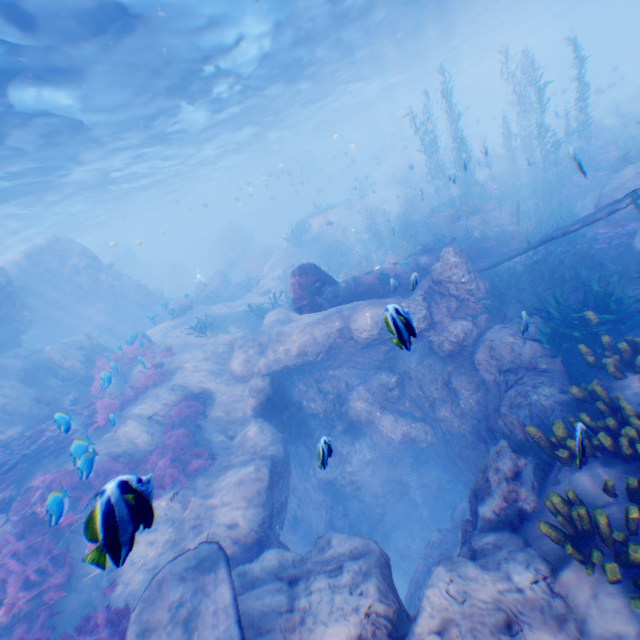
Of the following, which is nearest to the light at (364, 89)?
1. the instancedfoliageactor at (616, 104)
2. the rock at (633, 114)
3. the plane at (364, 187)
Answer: the rock at (633, 114)

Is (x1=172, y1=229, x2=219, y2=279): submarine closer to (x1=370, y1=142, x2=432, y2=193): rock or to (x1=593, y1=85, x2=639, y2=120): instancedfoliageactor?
(x1=370, y1=142, x2=432, y2=193): rock

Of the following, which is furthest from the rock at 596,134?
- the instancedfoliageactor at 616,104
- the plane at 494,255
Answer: the instancedfoliageactor at 616,104

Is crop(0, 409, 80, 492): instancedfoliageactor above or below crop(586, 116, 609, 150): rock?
above

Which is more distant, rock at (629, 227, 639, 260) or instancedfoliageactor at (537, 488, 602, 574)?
rock at (629, 227, 639, 260)

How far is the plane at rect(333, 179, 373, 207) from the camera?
34.0 meters

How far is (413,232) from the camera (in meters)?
21.00

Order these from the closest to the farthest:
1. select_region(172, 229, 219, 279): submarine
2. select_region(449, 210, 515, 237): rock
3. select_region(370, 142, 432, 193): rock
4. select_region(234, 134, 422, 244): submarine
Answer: Result: select_region(449, 210, 515, 237): rock, select_region(370, 142, 432, 193): rock, select_region(234, 134, 422, 244): submarine, select_region(172, 229, 219, 279): submarine
